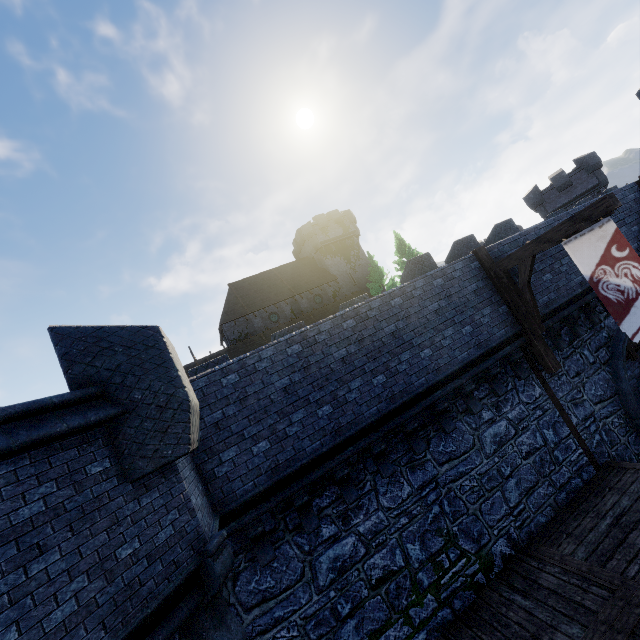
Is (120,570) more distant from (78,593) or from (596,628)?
(596,628)

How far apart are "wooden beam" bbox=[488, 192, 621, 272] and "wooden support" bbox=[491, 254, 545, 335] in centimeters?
0cm

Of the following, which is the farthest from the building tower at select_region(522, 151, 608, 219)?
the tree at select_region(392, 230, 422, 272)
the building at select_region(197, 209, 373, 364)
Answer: the building at select_region(197, 209, 373, 364)

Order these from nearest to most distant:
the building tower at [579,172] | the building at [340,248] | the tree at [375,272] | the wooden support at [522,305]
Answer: the wooden support at [522,305]
the building tower at [579,172]
the tree at [375,272]
the building at [340,248]

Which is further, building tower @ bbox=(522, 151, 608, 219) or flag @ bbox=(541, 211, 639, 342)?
building tower @ bbox=(522, 151, 608, 219)

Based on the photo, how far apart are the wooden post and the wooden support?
0.0 meters

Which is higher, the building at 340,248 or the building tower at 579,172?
the building at 340,248

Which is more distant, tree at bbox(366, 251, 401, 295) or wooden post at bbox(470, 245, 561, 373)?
tree at bbox(366, 251, 401, 295)
